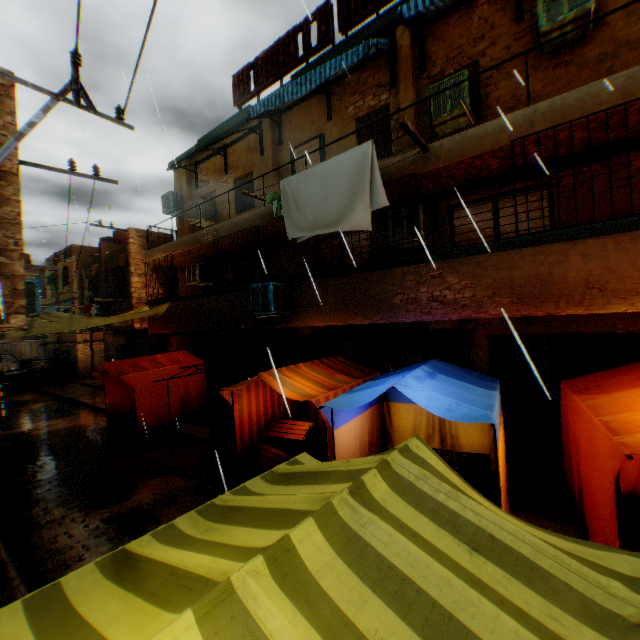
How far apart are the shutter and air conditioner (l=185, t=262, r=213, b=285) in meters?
4.6

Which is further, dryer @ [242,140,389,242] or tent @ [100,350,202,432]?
tent @ [100,350,202,432]

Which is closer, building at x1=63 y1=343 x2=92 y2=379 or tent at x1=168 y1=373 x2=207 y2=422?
tent at x1=168 y1=373 x2=207 y2=422

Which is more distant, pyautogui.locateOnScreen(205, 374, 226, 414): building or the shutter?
the shutter

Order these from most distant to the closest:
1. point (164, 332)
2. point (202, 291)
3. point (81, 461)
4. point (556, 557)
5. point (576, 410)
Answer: point (202, 291)
point (164, 332)
point (81, 461)
point (576, 410)
point (556, 557)

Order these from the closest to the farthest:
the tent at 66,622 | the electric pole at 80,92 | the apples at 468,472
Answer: the tent at 66,622
the electric pole at 80,92
the apples at 468,472

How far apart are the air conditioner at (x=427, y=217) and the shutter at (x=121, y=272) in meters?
13.6 m

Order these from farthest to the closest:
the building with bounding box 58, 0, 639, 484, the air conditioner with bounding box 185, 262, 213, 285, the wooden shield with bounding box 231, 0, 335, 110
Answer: the air conditioner with bounding box 185, 262, 213, 285
the wooden shield with bounding box 231, 0, 335, 110
the building with bounding box 58, 0, 639, 484
